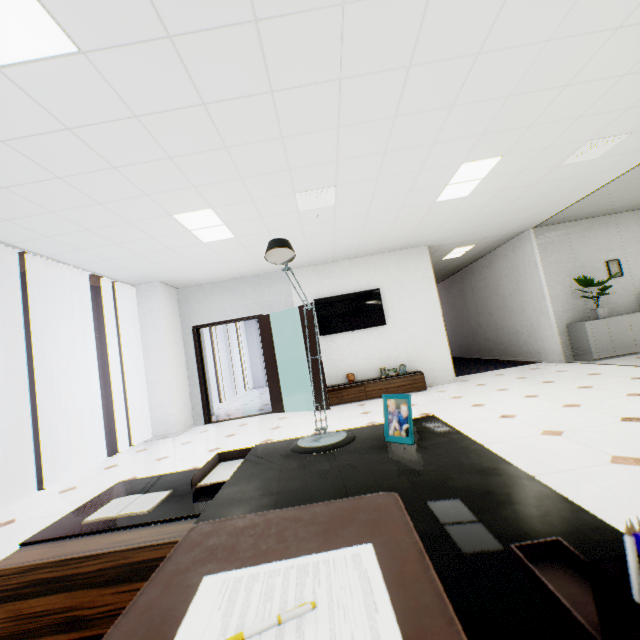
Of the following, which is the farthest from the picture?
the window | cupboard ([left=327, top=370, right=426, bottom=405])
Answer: the window

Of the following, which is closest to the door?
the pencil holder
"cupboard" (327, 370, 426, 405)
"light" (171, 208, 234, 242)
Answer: "cupboard" (327, 370, 426, 405)

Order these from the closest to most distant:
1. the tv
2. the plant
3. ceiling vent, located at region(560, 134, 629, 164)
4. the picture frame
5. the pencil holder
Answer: the pencil holder → the picture frame → ceiling vent, located at region(560, 134, 629, 164) → the plant → the tv

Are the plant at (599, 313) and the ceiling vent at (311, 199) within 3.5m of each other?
no

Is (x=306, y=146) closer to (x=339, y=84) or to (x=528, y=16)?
(x=339, y=84)

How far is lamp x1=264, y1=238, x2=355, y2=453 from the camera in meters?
1.1 m

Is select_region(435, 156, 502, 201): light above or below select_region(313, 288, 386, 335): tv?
above

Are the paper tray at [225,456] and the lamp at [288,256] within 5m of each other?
yes
